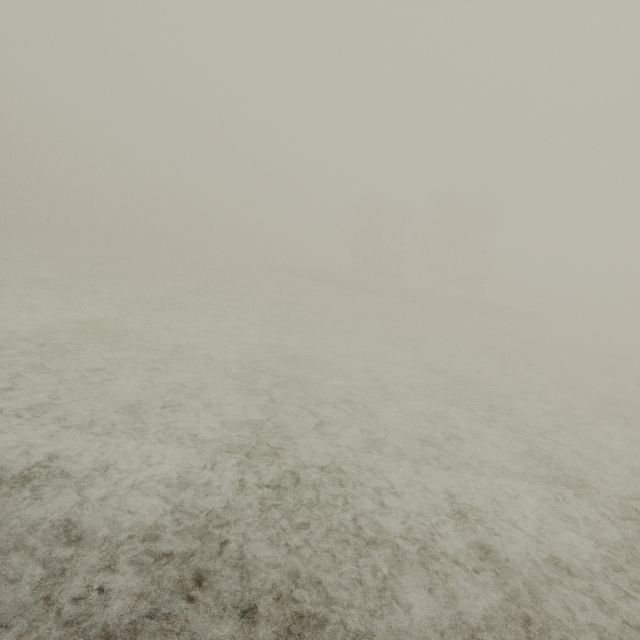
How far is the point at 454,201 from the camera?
49.1m
